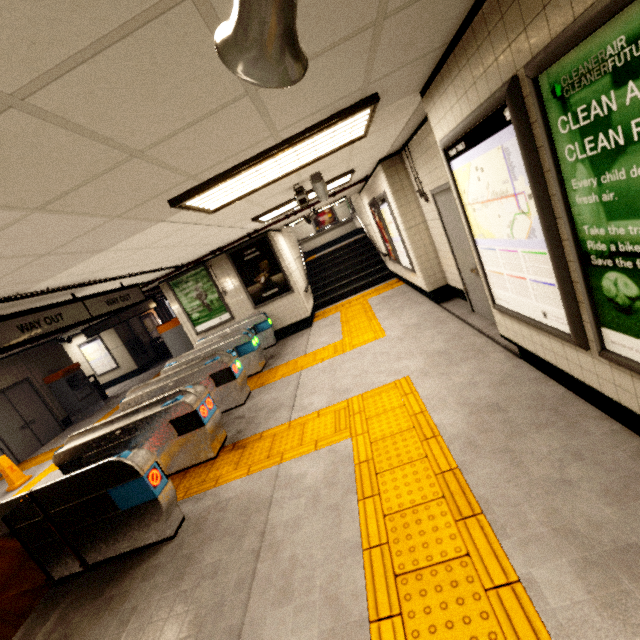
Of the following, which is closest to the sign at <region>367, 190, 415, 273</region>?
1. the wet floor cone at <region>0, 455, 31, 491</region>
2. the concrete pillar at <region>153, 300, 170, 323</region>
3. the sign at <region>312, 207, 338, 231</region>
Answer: the sign at <region>312, 207, 338, 231</region>

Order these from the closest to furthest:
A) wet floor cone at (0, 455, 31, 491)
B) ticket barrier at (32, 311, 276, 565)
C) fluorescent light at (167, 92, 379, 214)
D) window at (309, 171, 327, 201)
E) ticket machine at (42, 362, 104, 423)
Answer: fluorescent light at (167, 92, 379, 214), ticket barrier at (32, 311, 276, 565), window at (309, 171, 327, 201), wet floor cone at (0, 455, 31, 491), ticket machine at (42, 362, 104, 423)

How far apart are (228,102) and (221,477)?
4.0 meters

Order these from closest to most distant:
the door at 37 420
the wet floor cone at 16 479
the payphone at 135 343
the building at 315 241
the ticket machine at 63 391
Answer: the wet floor cone at 16 479
the door at 37 420
the ticket machine at 63 391
the payphone at 135 343
the building at 315 241

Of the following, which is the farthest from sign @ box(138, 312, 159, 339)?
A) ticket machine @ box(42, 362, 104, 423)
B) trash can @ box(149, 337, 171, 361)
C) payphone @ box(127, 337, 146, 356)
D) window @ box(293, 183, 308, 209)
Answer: window @ box(293, 183, 308, 209)

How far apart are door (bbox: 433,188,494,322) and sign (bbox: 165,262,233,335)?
6.3 meters

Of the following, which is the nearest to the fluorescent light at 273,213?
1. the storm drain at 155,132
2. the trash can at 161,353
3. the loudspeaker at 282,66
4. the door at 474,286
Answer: the storm drain at 155,132

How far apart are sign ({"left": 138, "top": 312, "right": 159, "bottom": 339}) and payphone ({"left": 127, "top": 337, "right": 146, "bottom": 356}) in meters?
1.2 m
